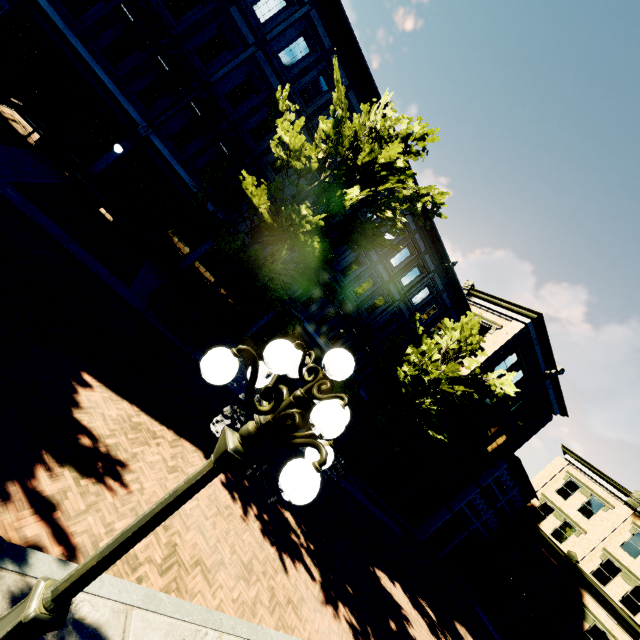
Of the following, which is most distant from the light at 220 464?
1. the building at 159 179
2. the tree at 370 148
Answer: the building at 159 179

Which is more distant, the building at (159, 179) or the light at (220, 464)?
the building at (159, 179)

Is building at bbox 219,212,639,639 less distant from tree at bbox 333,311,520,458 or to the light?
tree at bbox 333,311,520,458

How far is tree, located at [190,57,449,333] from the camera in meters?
9.4

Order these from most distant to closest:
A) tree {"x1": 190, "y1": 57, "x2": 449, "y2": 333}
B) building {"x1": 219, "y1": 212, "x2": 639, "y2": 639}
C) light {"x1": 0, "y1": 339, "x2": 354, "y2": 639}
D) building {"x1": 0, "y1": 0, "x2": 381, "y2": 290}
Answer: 1. building {"x1": 219, "y1": 212, "x2": 639, "y2": 639}
2. building {"x1": 0, "y1": 0, "x2": 381, "y2": 290}
3. tree {"x1": 190, "y1": 57, "x2": 449, "y2": 333}
4. light {"x1": 0, "y1": 339, "x2": 354, "y2": 639}

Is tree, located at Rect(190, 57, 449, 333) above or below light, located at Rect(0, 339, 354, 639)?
above

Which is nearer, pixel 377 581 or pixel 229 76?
pixel 377 581
